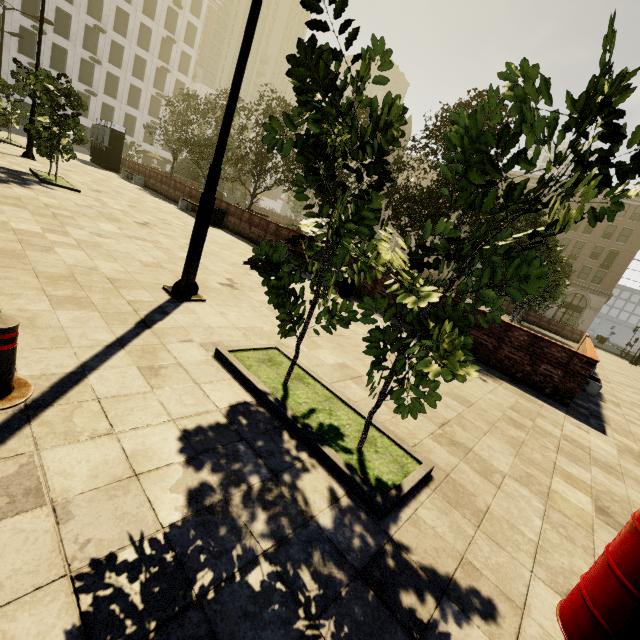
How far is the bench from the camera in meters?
9.5 m

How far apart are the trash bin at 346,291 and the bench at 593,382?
7.5 meters

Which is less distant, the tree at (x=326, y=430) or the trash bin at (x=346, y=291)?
the tree at (x=326, y=430)

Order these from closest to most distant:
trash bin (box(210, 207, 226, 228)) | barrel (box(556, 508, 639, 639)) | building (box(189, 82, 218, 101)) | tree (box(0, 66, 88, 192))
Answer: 1. barrel (box(556, 508, 639, 639))
2. tree (box(0, 66, 88, 192))
3. trash bin (box(210, 207, 226, 228))
4. building (box(189, 82, 218, 101))

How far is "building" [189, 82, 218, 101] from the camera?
53.62m

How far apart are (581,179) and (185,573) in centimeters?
311cm

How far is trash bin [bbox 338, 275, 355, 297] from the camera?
10.11m

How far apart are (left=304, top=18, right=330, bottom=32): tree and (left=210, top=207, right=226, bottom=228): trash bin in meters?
14.0 m
